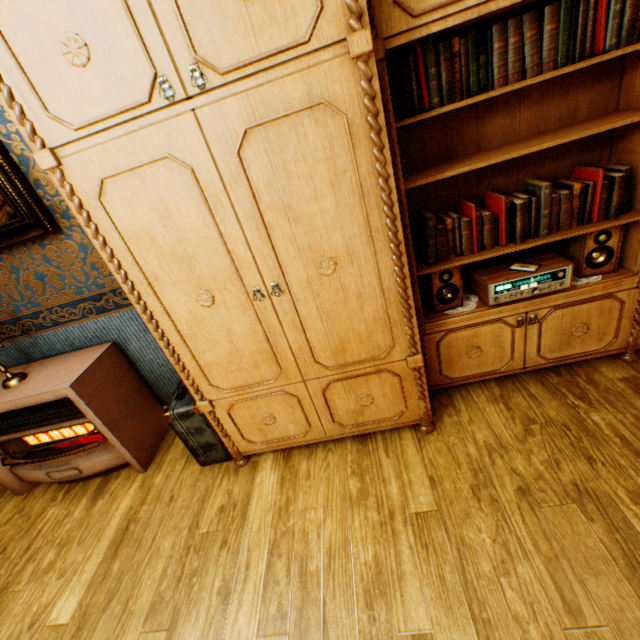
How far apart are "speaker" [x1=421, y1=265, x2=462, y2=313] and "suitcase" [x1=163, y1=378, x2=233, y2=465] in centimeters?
162cm

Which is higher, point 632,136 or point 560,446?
point 632,136

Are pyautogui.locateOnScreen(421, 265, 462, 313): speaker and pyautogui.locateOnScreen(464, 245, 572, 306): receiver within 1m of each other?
yes

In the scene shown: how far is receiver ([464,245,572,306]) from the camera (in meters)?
1.82

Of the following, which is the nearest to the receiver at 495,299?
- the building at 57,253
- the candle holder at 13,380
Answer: the building at 57,253

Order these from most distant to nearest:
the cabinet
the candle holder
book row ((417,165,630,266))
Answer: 1. the candle holder
2. book row ((417,165,630,266))
3. the cabinet

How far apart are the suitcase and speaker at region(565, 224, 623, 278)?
2.46m

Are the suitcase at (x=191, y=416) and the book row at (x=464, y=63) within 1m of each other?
no
